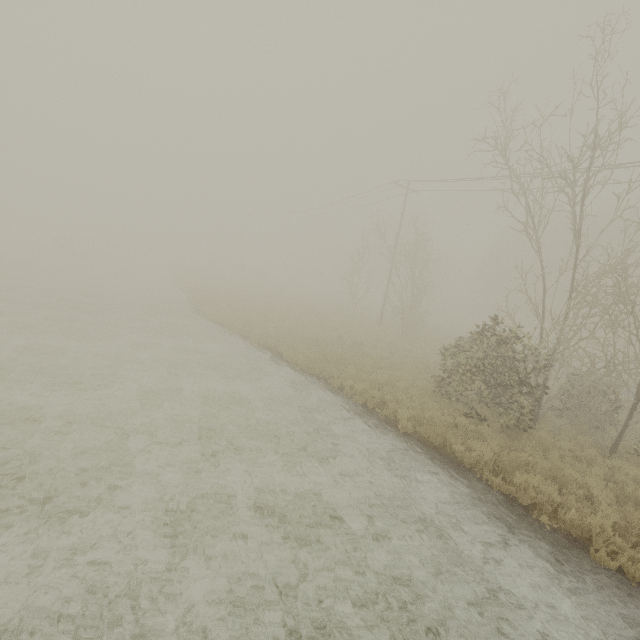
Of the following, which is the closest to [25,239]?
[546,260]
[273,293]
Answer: [273,293]
